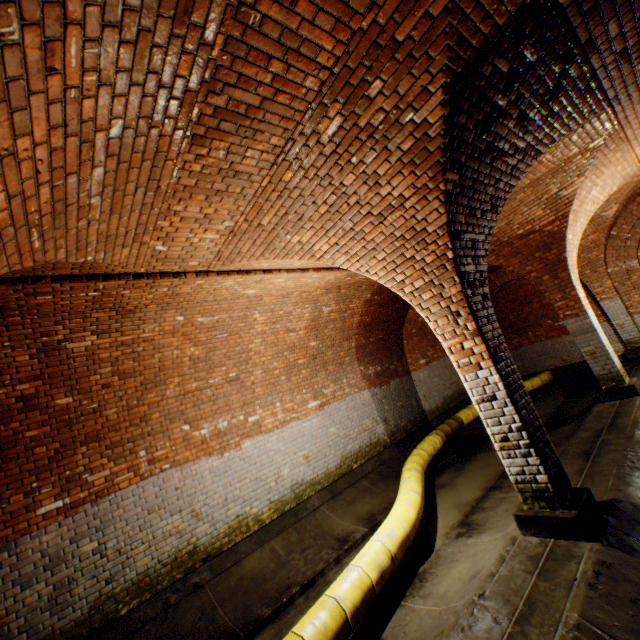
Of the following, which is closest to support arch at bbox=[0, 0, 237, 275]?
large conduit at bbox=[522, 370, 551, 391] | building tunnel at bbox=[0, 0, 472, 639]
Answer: building tunnel at bbox=[0, 0, 472, 639]

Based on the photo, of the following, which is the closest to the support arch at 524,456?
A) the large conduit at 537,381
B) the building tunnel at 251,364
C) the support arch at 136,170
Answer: the building tunnel at 251,364

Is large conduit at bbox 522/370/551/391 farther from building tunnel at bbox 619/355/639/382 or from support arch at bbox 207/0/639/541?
support arch at bbox 207/0/639/541

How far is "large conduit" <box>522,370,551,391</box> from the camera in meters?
11.3 m

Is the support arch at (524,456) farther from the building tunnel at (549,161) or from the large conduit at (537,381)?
the large conduit at (537,381)

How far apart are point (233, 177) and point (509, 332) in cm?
1327

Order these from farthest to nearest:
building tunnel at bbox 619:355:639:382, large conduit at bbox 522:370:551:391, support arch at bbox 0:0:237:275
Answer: large conduit at bbox 522:370:551:391, building tunnel at bbox 619:355:639:382, support arch at bbox 0:0:237:275

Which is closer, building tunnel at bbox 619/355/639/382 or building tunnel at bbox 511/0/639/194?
building tunnel at bbox 511/0/639/194
